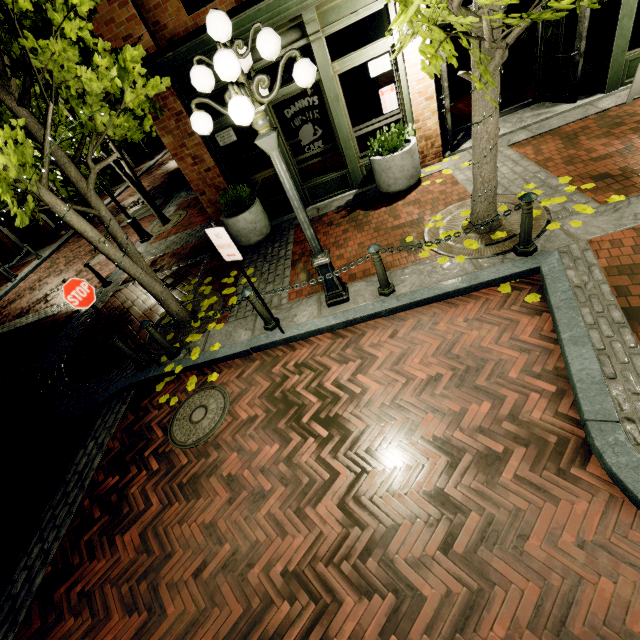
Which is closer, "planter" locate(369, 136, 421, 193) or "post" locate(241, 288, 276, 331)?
"post" locate(241, 288, 276, 331)

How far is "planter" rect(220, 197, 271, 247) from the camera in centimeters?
747cm

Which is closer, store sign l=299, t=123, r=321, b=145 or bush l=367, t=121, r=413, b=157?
bush l=367, t=121, r=413, b=157

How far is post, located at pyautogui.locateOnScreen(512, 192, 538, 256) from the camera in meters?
4.0 m

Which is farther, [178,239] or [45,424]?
[178,239]

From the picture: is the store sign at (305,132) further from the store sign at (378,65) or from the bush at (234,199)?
the bush at (234,199)

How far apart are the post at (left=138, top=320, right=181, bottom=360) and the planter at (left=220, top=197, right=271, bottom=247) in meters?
3.0 m

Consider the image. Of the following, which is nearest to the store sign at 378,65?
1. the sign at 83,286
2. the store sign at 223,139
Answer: the store sign at 223,139
